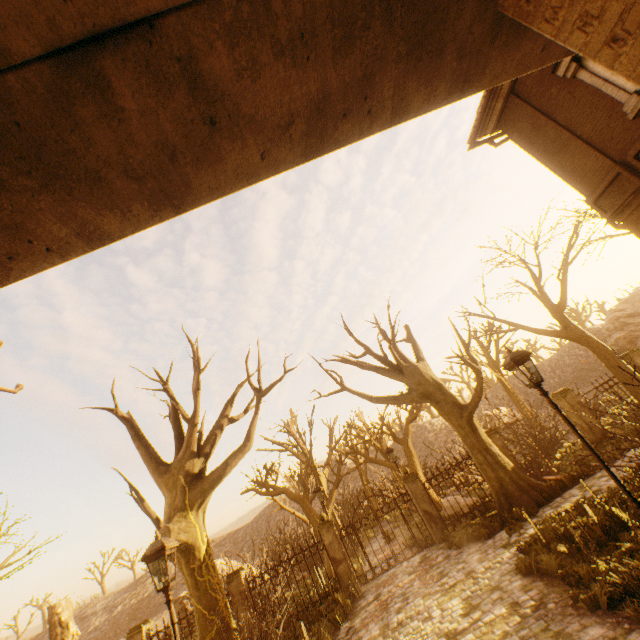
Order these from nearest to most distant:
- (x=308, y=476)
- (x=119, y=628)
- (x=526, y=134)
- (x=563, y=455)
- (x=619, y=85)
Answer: (x=619, y=85) < (x=526, y=134) < (x=563, y=455) < (x=308, y=476) < (x=119, y=628)

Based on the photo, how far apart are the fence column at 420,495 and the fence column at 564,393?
7.13m

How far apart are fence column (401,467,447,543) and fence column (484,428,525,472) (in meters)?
3.31

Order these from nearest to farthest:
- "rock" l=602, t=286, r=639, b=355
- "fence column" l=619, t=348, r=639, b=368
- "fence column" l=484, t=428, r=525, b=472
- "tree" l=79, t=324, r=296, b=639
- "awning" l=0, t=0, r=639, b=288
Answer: "awning" l=0, t=0, r=639, b=288 → "tree" l=79, t=324, r=296, b=639 → "fence column" l=484, t=428, r=525, b=472 → "fence column" l=619, t=348, r=639, b=368 → "rock" l=602, t=286, r=639, b=355

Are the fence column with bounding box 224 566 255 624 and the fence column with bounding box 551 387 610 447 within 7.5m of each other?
no

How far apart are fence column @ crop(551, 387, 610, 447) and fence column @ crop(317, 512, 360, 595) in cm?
1113

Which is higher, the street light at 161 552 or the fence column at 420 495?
the street light at 161 552

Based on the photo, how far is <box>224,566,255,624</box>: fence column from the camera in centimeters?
1198cm
